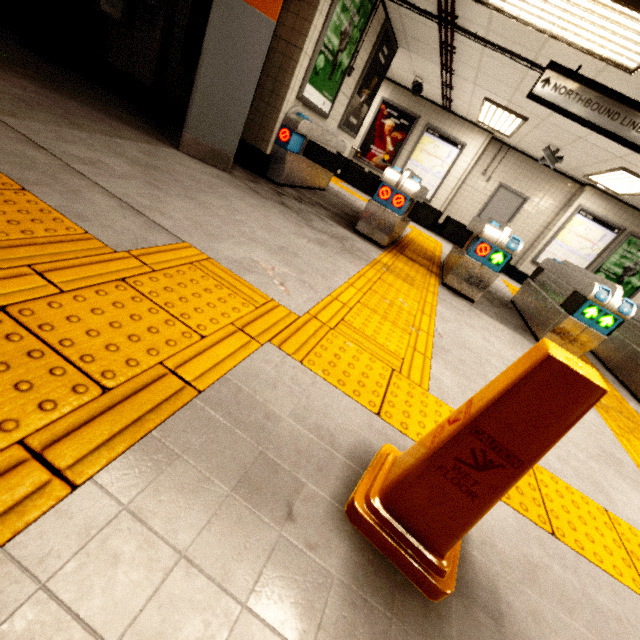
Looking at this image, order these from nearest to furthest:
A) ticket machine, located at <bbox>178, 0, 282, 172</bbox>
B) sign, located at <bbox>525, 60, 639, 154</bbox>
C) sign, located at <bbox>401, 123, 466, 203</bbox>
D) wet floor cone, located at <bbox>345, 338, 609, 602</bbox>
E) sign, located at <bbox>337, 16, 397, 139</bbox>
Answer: wet floor cone, located at <bbox>345, 338, 609, 602</bbox> < ticket machine, located at <bbox>178, 0, 282, 172</bbox> < sign, located at <bbox>525, 60, 639, 154</bbox> < sign, located at <bbox>337, 16, 397, 139</bbox> < sign, located at <bbox>401, 123, 466, 203</bbox>

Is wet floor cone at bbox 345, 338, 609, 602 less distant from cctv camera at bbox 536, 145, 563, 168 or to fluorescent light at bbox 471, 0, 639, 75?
fluorescent light at bbox 471, 0, 639, 75

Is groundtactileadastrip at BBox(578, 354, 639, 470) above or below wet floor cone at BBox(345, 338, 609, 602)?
below

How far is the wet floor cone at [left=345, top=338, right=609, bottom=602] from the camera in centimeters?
78cm

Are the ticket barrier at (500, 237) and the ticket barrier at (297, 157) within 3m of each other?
yes

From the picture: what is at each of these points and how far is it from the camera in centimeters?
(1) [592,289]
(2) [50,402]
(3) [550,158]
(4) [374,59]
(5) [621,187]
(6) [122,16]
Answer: (1) ticket barrier, 395cm
(2) groundtactileadastrip, 91cm
(3) cctv camera, 729cm
(4) sign, 592cm
(5) fluorescent light, 726cm
(6) electrical box, 440cm

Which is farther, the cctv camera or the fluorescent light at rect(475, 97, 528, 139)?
the cctv camera

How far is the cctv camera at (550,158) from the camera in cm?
724
